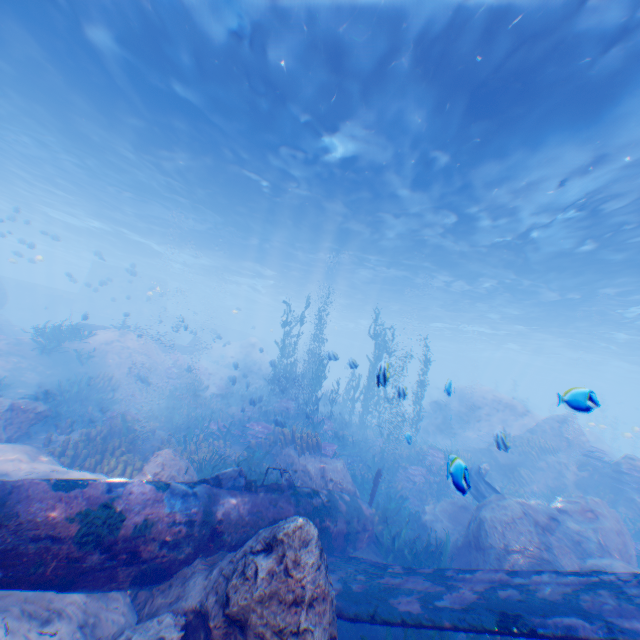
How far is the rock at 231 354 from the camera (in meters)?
32.78

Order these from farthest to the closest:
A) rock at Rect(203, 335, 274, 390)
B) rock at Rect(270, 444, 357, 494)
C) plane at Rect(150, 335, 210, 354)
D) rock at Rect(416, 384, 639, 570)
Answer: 1. rock at Rect(203, 335, 274, 390)
2. plane at Rect(150, 335, 210, 354)
3. rock at Rect(270, 444, 357, 494)
4. rock at Rect(416, 384, 639, 570)

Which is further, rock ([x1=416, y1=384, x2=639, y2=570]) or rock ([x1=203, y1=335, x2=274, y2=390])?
rock ([x1=203, y1=335, x2=274, y2=390])

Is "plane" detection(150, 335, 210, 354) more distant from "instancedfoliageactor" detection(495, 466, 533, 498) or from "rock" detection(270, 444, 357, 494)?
"instancedfoliageactor" detection(495, 466, 533, 498)

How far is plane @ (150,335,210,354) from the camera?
17.87m

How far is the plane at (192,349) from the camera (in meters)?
17.87

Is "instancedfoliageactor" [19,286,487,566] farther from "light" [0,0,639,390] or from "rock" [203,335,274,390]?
"light" [0,0,639,390]

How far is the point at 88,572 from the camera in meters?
4.0
